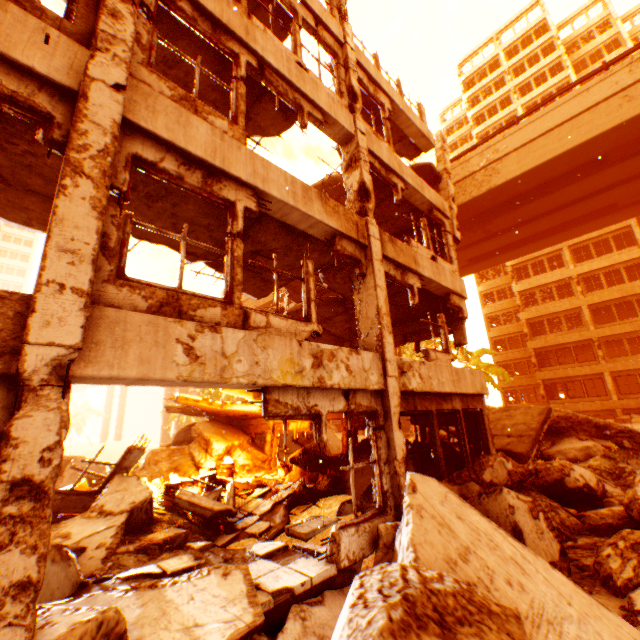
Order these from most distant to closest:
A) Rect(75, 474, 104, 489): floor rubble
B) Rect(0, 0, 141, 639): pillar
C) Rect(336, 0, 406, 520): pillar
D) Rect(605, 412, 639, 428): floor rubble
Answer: Rect(605, 412, 639, 428): floor rubble → Rect(75, 474, 104, 489): floor rubble → Rect(336, 0, 406, 520): pillar → Rect(0, 0, 141, 639): pillar

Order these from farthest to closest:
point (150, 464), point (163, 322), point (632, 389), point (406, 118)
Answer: point (632, 389) < point (150, 464) < point (406, 118) < point (163, 322)

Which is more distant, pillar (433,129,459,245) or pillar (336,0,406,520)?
pillar (433,129,459,245)

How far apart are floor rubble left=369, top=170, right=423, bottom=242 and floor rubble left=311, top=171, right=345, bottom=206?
2.5m

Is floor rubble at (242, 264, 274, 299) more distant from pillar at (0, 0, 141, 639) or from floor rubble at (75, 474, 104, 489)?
floor rubble at (75, 474, 104, 489)

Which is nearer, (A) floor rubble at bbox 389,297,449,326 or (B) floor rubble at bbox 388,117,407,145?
(A) floor rubble at bbox 389,297,449,326

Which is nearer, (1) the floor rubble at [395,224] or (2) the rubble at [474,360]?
(1) the floor rubble at [395,224]

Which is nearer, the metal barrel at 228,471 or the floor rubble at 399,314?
the floor rubble at 399,314
